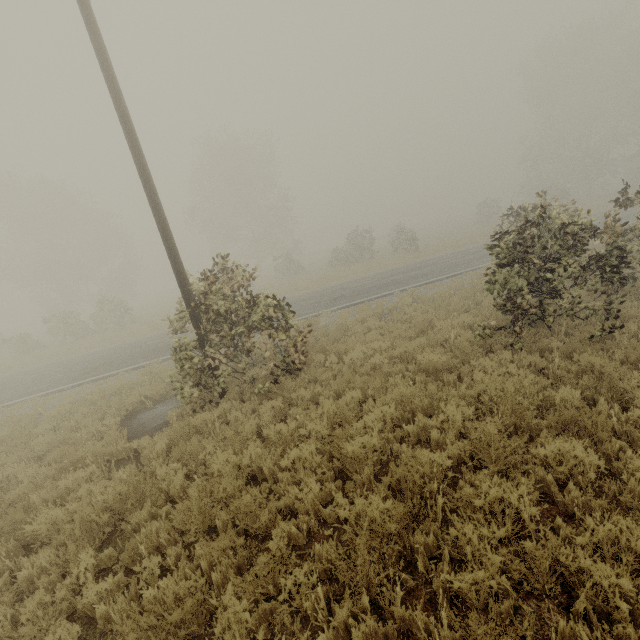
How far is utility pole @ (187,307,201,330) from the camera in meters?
7.8

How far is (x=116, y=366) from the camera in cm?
1419

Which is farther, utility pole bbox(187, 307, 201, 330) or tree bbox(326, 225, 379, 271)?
tree bbox(326, 225, 379, 271)

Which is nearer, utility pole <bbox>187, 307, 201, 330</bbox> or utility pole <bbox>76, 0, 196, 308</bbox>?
utility pole <bbox>76, 0, 196, 308</bbox>

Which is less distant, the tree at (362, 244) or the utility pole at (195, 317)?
the utility pole at (195, 317)

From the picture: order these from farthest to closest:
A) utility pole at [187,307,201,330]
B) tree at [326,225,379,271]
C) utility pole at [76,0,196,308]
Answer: tree at [326,225,379,271] → utility pole at [187,307,201,330] → utility pole at [76,0,196,308]

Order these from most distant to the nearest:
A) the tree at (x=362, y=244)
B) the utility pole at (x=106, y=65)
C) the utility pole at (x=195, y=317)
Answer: the tree at (x=362, y=244), the utility pole at (x=195, y=317), the utility pole at (x=106, y=65)
